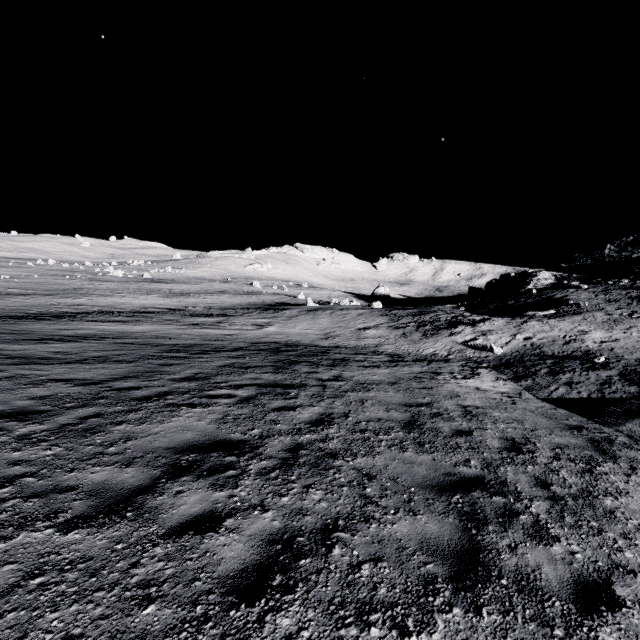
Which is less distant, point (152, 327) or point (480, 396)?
point (480, 396)
